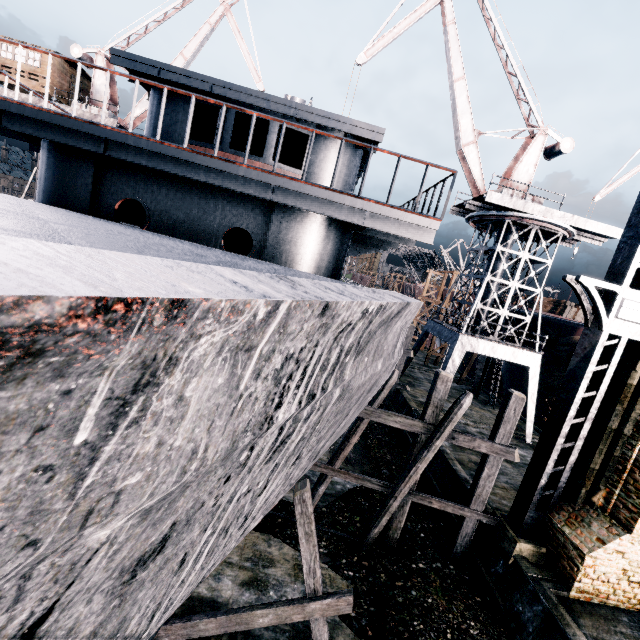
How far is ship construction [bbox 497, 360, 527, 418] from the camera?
27.06m

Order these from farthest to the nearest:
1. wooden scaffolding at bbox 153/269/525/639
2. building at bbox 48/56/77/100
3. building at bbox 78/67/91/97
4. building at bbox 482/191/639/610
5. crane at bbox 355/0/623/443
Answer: building at bbox 78/67/91/97
building at bbox 48/56/77/100
crane at bbox 355/0/623/443
building at bbox 482/191/639/610
wooden scaffolding at bbox 153/269/525/639

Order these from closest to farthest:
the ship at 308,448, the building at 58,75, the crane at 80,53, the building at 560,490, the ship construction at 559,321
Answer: the ship at 308,448
the building at 560,490
the ship construction at 559,321
the building at 58,75
the crane at 80,53

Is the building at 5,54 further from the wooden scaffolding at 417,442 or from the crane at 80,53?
the wooden scaffolding at 417,442

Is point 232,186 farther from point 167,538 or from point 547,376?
point 547,376

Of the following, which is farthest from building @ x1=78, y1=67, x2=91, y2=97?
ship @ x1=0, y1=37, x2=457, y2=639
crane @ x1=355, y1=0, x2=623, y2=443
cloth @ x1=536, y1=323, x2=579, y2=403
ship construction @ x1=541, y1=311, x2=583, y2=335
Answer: cloth @ x1=536, y1=323, x2=579, y2=403

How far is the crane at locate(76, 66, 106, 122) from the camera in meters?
24.9

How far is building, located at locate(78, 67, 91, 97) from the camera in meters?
27.4 m
